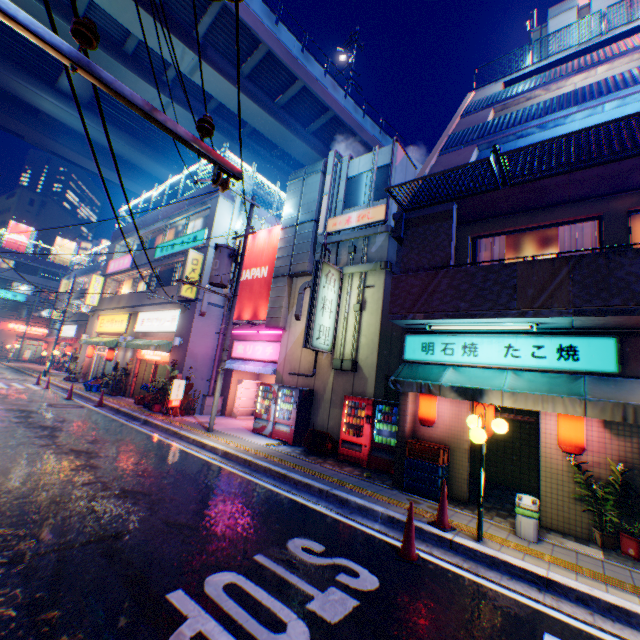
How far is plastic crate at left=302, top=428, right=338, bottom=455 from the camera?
10.8m

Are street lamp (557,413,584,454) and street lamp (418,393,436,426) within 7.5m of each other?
yes

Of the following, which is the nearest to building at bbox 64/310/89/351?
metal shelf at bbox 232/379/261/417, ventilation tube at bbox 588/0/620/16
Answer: metal shelf at bbox 232/379/261/417

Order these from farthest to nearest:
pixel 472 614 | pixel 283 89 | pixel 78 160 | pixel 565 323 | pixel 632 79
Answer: pixel 78 160 < pixel 283 89 < pixel 632 79 < pixel 565 323 < pixel 472 614

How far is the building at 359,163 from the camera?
13.9m

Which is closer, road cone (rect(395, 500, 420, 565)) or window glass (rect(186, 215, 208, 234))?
road cone (rect(395, 500, 420, 565))

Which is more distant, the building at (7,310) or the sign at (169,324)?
the building at (7,310)

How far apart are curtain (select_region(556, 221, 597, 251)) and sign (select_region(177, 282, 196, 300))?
15.2 meters
